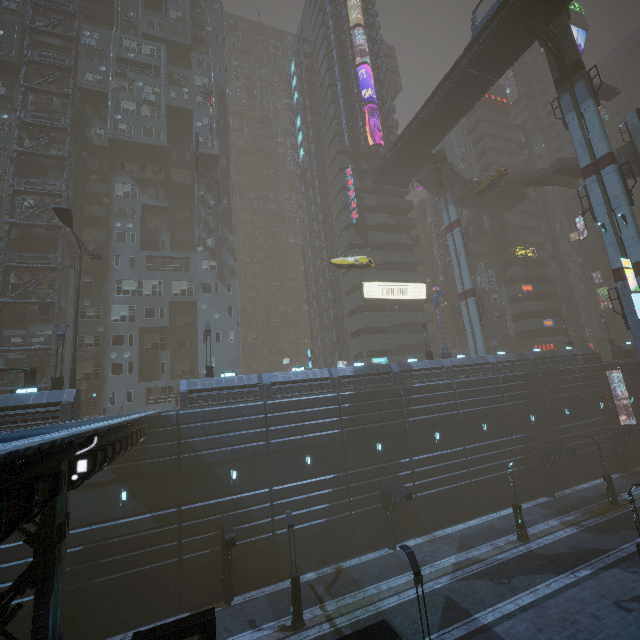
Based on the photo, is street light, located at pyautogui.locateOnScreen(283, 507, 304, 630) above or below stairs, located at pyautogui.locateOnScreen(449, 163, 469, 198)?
below

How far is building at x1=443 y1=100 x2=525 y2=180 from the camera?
56.2 meters

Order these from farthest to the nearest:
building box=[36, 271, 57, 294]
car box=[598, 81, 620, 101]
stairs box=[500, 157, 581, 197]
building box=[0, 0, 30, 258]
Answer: car box=[598, 81, 620, 101]
stairs box=[500, 157, 581, 197]
building box=[0, 0, 30, 258]
building box=[36, 271, 57, 294]

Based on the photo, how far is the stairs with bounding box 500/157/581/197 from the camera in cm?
3894

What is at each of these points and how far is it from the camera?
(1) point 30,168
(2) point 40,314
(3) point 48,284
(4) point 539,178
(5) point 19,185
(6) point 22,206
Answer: (1) building, 34.9 meters
(2) building, 31.0 meters
(3) building, 31.8 meters
(4) stairs, 41.7 meters
(5) building structure, 31.9 meters
(6) building, 33.9 meters

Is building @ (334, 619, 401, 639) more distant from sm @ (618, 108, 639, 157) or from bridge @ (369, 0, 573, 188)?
bridge @ (369, 0, 573, 188)

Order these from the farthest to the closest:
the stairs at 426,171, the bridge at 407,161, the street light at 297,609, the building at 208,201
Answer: the stairs at 426,171
the building at 208,201
the bridge at 407,161
the street light at 297,609

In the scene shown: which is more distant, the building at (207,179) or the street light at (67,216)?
the building at (207,179)
